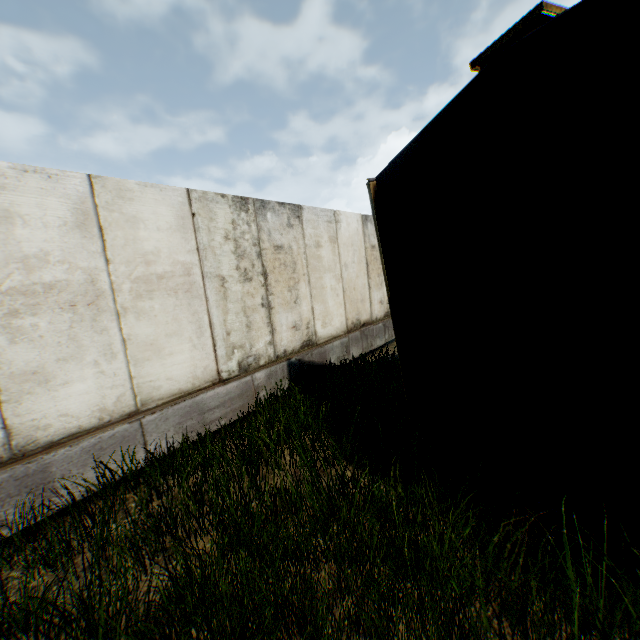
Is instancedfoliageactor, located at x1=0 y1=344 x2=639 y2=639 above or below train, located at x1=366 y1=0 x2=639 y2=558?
below

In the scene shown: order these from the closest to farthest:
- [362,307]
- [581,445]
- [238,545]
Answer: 1. [581,445]
2. [238,545]
3. [362,307]

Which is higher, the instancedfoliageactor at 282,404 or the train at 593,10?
the train at 593,10
